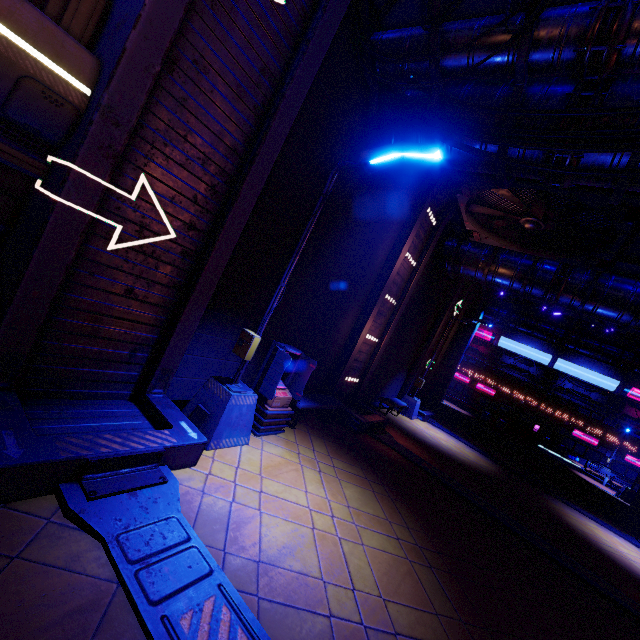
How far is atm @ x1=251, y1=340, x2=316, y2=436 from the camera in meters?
6.8 m

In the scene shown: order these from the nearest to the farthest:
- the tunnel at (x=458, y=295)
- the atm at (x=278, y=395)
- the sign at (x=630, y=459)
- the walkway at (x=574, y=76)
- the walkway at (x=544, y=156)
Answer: the walkway at (x=574, y=76), the walkway at (x=544, y=156), the atm at (x=278, y=395), the tunnel at (x=458, y=295), the sign at (x=630, y=459)

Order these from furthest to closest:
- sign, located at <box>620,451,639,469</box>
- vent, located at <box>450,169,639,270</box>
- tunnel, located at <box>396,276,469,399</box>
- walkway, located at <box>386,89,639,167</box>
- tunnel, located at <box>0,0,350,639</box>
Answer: sign, located at <box>620,451,639,469</box> → tunnel, located at <box>396,276,469,399</box> → vent, located at <box>450,169,639,270</box> → walkway, located at <box>386,89,639,167</box> → tunnel, located at <box>0,0,350,639</box>

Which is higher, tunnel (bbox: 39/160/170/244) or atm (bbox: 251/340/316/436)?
tunnel (bbox: 39/160/170/244)

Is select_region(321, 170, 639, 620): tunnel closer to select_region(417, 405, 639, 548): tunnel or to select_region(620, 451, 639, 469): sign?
select_region(417, 405, 639, 548): tunnel

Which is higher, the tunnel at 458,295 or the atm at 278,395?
the tunnel at 458,295

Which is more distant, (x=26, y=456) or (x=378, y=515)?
(x=378, y=515)

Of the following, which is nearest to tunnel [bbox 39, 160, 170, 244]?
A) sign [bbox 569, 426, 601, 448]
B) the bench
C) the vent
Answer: the bench
